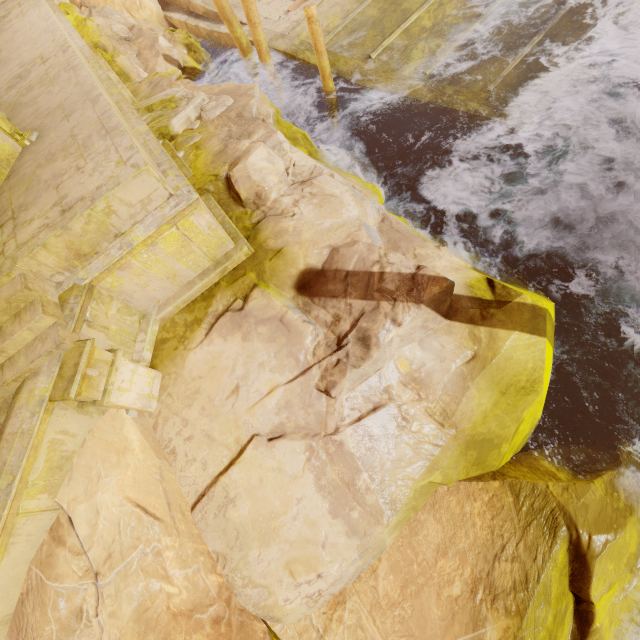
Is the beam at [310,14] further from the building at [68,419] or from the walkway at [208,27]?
the building at [68,419]

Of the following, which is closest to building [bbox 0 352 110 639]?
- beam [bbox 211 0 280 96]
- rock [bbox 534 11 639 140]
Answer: beam [bbox 211 0 280 96]

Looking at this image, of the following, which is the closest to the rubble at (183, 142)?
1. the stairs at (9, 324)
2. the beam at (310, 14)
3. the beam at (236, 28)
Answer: the beam at (310, 14)

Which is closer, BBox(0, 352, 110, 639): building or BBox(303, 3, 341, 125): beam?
BBox(0, 352, 110, 639): building

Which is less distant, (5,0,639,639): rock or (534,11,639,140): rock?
(5,0,639,639): rock

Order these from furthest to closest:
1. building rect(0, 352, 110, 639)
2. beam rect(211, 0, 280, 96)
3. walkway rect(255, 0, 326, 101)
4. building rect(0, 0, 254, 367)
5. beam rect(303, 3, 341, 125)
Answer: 1. walkway rect(255, 0, 326, 101)
2. beam rect(211, 0, 280, 96)
3. beam rect(303, 3, 341, 125)
4. building rect(0, 0, 254, 367)
5. building rect(0, 352, 110, 639)

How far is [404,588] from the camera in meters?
3.1

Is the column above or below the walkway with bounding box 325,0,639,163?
above
